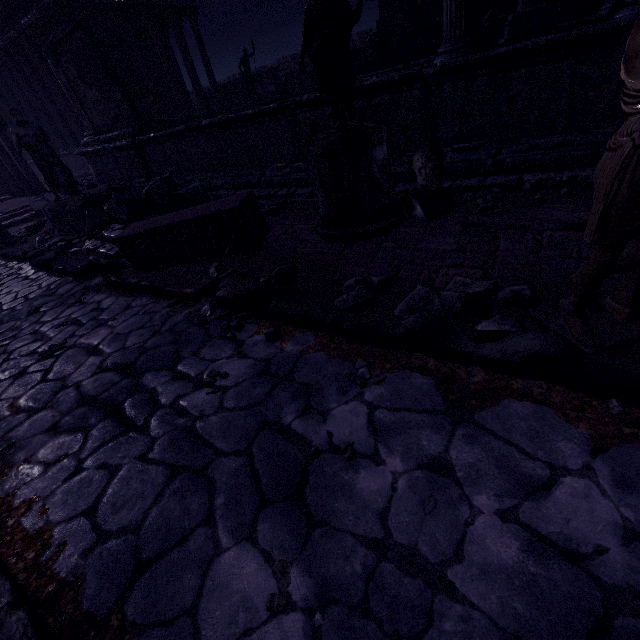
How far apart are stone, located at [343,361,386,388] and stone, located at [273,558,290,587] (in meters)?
1.12

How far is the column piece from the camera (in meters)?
5.79

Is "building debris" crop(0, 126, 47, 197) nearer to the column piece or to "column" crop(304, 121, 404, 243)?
the column piece

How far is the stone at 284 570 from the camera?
1.4 meters

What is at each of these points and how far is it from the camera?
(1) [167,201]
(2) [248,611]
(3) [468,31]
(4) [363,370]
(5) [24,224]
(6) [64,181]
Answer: (1) column piece, 6.0 meters
(2) relief sculpture, 1.3 meters
(3) building debris, 3.9 meters
(4) stone, 2.3 meters
(5) relief sculpture, 11.0 meters
(6) sarcophagus, 7.6 meters

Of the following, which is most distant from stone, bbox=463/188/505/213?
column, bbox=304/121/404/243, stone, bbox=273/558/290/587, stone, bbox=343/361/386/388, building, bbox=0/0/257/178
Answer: building, bbox=0/0/257/178

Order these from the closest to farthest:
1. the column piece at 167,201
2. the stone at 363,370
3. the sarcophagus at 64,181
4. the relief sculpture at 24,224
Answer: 1. the stone at 363,370
2. the column piece at 167,201
3. the sarcophagus at 64,181
4. the relief sculpture at 24,224

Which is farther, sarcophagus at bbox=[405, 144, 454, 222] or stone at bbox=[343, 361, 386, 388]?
sarcophagus at bbox=[405, 144, 454, 222]
